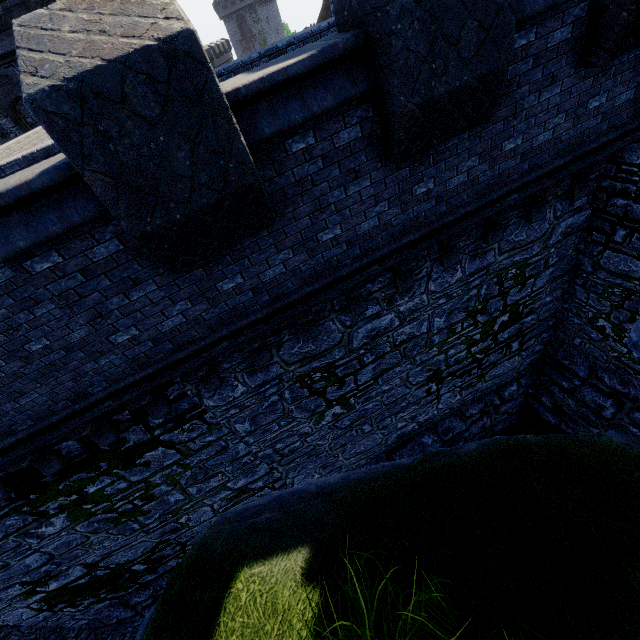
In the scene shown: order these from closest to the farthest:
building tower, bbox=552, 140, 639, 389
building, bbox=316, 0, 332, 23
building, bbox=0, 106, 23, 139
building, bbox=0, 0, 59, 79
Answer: building tower, bbox=552, 140, 639, 389
building, bbox=0, 0, 59, 79
building, bbox=0, 106, 23, 139
building, bbox=316, 0, 332, 23

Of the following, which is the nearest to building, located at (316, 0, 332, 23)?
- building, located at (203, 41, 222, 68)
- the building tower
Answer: building, located at (203, 41, 222, 68)

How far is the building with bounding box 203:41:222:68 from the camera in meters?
55.8 m

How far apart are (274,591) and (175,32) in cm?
441

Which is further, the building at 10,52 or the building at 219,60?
the building at 219,60

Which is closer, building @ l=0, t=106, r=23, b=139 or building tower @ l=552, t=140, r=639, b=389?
building tower @ l=552, t=140, r=639, b=389

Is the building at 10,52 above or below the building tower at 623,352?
above
